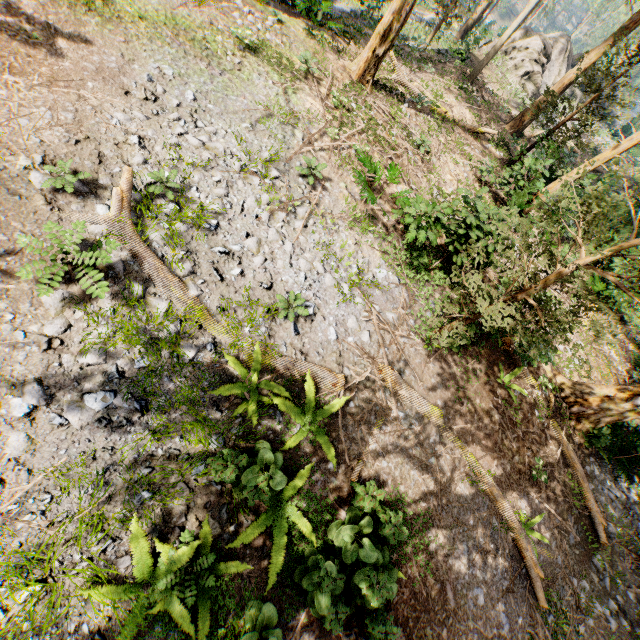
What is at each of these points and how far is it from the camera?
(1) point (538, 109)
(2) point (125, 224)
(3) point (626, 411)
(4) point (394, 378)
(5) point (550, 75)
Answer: (1) foliage, 16.58m
(2) foliage, 6.59m
(3) foliage, 10.66m
(4) foliage, 8.14m
(5) rock, 30.50m

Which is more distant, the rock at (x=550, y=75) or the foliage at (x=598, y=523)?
the rock at (x=550, y=75)

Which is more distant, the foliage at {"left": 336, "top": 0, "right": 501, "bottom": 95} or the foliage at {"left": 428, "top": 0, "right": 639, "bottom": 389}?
the foliage at {"left": 336, "top": 0, "right": 501, "bottom": 95}

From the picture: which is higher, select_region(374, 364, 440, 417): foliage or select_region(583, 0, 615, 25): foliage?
select_region(583, 0, 615, 25): foliage

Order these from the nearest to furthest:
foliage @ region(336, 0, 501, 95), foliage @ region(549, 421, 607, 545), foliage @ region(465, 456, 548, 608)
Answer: foliage @ region(465, 456, 548, 608) < foliage @ region(549, 421, 607, 545) < foliage @ region(336, 0, 501, 95)

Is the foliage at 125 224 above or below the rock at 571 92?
below

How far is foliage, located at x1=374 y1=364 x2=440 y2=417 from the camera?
8.2m
